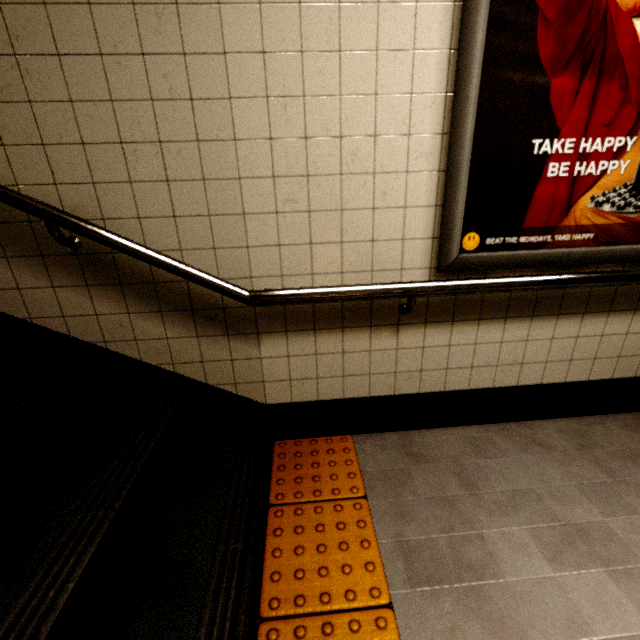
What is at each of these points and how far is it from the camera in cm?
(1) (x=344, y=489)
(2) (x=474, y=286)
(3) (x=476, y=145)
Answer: (1) groundtactileadastrip, 166
(2) building, 147
(3) sign, 136

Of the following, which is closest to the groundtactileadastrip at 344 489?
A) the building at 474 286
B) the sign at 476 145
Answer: the building at 474 286

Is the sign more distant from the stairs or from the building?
the stairs

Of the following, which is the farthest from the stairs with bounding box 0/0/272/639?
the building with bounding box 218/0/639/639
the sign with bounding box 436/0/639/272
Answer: the sign with bounding box 436/0/639/272

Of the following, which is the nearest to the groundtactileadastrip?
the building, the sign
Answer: the building

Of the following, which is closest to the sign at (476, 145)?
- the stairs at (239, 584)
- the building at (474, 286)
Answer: the building at (474, 286)

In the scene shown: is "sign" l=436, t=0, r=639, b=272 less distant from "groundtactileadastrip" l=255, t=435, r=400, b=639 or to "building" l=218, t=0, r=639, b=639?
"building" l=218, t=0, r=639, b=639
